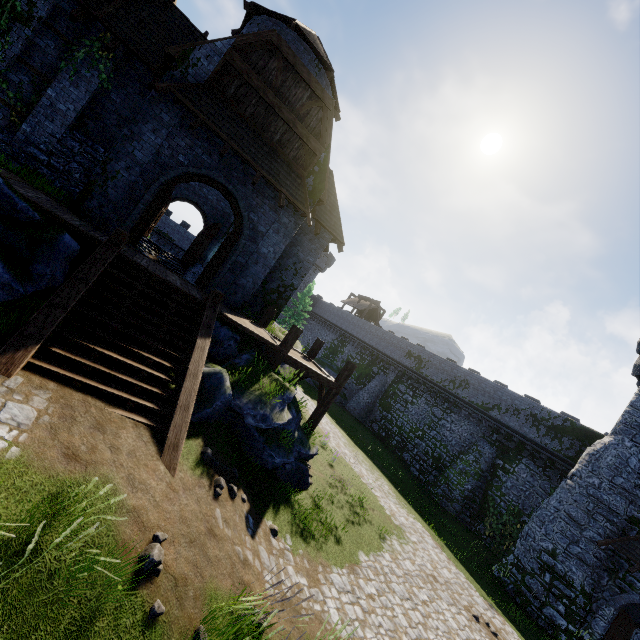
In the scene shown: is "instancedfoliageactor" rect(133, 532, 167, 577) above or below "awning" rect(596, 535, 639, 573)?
below

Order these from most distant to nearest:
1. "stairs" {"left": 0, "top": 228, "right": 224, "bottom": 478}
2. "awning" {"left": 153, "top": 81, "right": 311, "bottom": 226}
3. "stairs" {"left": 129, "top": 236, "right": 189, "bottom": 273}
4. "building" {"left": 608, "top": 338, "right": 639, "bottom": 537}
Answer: "stairs" {"left": 129, "top": 236, "right": 189, "bottom": 273}, "building" {"left": 608, "top": 338, "right": 639, "bottom": 537}, "awning" {"left": 153, "top": 81, "right": 311, "bottom": 226}, "stairs" {"left": 0, "top": 228, "right": 224, "bottom": 478}

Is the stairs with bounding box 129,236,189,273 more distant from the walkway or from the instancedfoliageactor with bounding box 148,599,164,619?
the instancedfoliageactor with bounding box 148,599,164,619

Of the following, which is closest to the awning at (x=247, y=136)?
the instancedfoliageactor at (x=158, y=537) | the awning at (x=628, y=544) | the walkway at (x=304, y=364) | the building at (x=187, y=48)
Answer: the building at (x=187, y=48)

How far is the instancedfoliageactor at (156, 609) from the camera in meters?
4.2 m

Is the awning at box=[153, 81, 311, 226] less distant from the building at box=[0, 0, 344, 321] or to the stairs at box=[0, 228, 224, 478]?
the building at box=[0, 0, 344, 321]

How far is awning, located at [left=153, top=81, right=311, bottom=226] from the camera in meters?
10.0 m

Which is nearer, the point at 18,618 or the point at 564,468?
the point at 18,618
